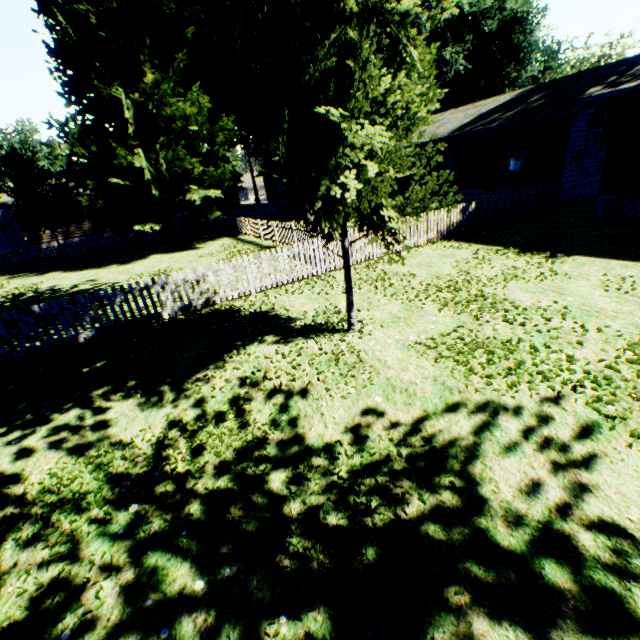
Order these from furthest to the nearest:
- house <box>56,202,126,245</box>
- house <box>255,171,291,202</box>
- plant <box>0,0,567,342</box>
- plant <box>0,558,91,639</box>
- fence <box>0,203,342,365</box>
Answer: house <box>255,171,291,202</box>, house <box>56,202,126,245</box>, fence <box>0,203,342,365</box>, plant <box>0,0,567,342</box>, plant <box>0,558,91,639</box>

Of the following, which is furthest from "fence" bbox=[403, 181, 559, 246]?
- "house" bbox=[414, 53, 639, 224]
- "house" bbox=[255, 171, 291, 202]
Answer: "house" bbox=[255, 171, 291, 202]

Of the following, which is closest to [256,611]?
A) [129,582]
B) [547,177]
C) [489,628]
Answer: [129,582]

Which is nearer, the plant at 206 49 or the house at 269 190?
the plant at 206 49

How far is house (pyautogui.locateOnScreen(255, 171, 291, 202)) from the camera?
45.5 meters

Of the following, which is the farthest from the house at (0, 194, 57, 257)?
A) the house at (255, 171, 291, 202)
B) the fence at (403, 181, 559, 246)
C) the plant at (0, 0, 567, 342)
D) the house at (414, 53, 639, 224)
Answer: the house at (414, 53, 639, 224)

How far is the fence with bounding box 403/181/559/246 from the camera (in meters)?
13.31

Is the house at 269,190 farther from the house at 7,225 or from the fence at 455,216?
the house at 7,225
